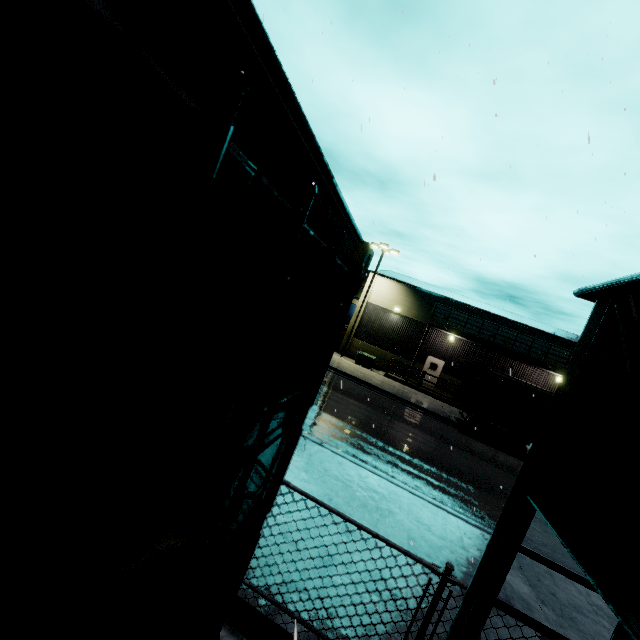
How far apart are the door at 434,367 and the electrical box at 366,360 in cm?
497

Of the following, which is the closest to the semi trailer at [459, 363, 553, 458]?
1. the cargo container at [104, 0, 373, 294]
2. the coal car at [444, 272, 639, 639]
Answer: the coal car at [444, 272, 639, 639]

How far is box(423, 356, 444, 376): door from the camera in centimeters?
2895cm

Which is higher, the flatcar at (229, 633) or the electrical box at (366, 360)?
the flatcar at (229, 633)

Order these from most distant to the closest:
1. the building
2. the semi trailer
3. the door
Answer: the door → the building → the semi trailer

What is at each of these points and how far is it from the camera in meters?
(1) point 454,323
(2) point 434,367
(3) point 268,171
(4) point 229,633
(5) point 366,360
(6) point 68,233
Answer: (1) building, 27.0
(2) door, 29.1
(3) cargo container, 0.7
(4) flatcar, 2.1
(5) electrical box, 26.5
(6) cargo container door, 0.4

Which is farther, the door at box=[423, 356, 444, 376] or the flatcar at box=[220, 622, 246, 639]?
the door at box=[423, 356, 444, 376]

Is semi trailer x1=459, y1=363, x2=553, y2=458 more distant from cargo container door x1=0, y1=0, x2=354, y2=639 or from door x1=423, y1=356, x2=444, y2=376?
cargo container door x1=0, y1=0, x2=354, y2=639
